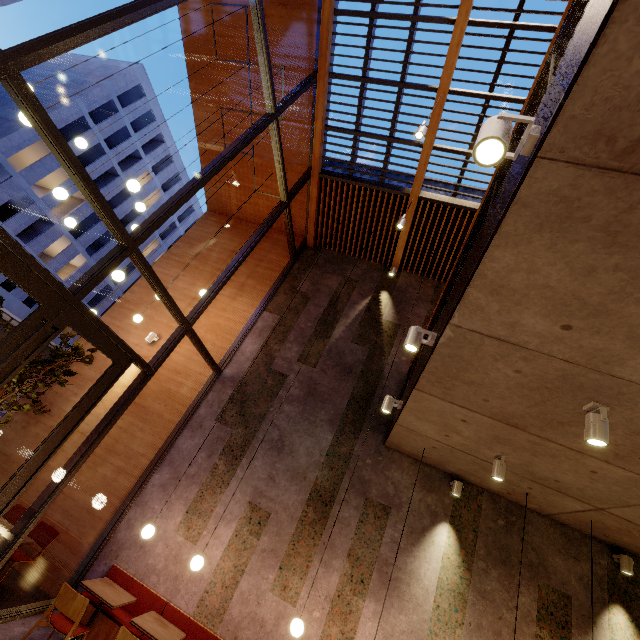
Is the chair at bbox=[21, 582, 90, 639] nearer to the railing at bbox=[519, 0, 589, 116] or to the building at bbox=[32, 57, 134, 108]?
the railing at bbox=[519, 0, 589, 116]

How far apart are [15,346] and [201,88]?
8.5m

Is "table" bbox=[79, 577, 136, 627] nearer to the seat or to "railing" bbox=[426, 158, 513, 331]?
the seat

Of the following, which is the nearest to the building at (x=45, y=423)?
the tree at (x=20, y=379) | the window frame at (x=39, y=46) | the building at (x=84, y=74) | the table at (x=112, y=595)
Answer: the window frame at (x=39, y=46)

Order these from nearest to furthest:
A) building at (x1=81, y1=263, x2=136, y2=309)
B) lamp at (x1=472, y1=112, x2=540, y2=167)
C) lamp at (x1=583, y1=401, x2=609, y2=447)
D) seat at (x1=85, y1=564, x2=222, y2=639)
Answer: lamp at (x1=472, y1=112, x2=540, y2=167) → lamp at (x1=583, y1=401, x2=609, y2=447) → seat at (x1=85, y1=564, x2=222, y2=639) → building at (x1=81, y1=263, x2=136, y2=309)

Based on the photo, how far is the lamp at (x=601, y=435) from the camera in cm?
267

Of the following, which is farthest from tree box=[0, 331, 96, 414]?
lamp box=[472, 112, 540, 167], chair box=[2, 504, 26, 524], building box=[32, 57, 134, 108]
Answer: building box=[32, 57, 134, 108]

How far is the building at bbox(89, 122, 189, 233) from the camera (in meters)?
28.20
